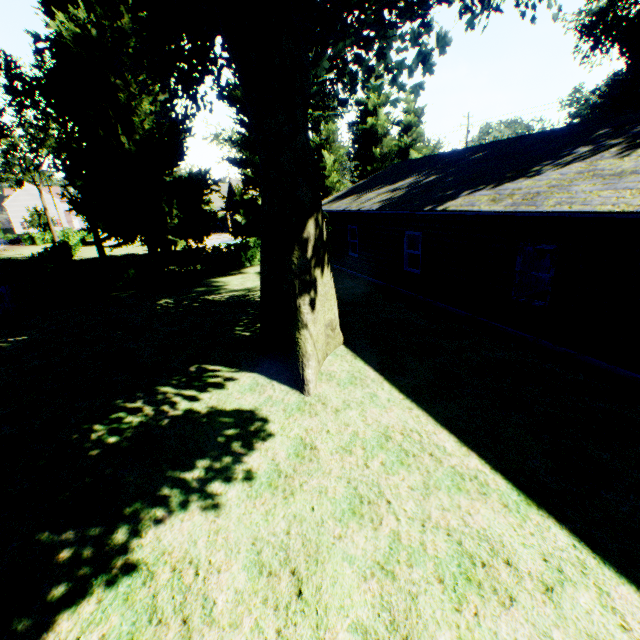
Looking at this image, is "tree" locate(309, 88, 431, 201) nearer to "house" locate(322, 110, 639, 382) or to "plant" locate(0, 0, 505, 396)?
"plant" locate(0, 0, 505, 396)

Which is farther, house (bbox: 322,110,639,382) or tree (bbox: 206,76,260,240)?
tree (bbox: 206,76,260,240)

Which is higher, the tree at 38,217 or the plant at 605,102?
the plant at 605,102

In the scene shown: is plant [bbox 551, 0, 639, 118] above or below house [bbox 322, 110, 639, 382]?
above

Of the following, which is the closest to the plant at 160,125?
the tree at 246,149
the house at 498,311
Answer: the tree at 246,149

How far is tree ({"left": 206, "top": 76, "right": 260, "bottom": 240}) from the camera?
21.14m

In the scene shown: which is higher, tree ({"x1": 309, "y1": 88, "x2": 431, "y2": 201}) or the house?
tree ({"x1": 309, "y1": 88, "x2": 431, "y2": 201})

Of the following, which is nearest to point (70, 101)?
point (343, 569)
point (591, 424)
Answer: point (343, 569)
